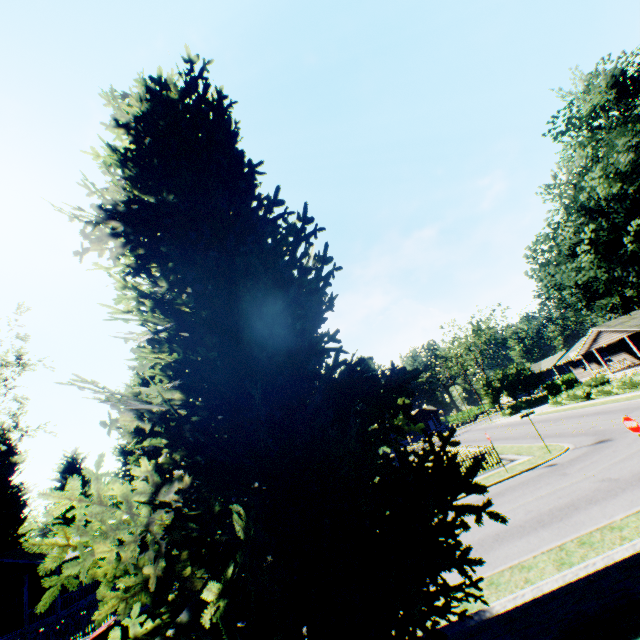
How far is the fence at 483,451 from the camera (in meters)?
20.67

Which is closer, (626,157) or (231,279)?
(231,279)

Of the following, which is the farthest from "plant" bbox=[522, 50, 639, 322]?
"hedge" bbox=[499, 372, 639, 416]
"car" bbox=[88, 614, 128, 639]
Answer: "hedge" bbox=[499, 372, 639, 416]

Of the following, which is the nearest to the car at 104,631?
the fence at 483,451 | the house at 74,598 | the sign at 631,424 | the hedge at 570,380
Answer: the fence at 483,451

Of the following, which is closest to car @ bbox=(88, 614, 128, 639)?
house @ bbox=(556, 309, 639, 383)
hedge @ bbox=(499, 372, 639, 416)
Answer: hedge @ bbox=(499, 372, 639, 416)

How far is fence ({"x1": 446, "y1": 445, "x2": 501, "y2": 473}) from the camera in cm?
2067

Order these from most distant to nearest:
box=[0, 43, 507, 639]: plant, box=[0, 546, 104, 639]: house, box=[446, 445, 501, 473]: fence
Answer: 1. box=[0, 546, 104, 639]: house
2. box=[446, 445, 501, 473]: fence
3. box=[0, 43, 507, 639]: plant

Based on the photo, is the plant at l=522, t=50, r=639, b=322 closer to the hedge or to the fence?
the fence
